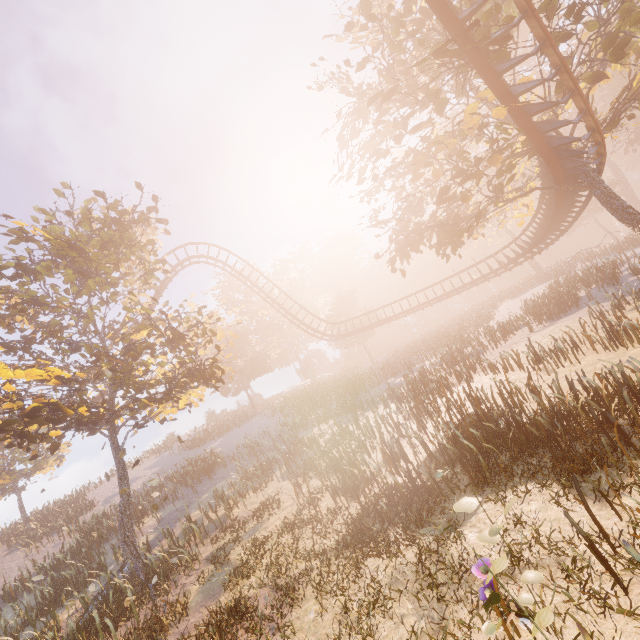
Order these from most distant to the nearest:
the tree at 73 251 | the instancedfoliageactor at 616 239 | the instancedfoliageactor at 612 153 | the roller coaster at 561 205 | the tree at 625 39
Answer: the instancedfoliageactor at 612 153 → the instancedfoliageactor at 616 239 → the roller coaster at 561 205 → the tree at 73 251 → the tree at 625 39

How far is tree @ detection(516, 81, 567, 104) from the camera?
10.1 meters

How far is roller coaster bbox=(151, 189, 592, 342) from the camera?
17.67m

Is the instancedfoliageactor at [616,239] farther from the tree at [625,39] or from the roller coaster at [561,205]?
the roller coaster at [561,205]

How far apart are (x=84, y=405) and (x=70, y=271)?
5.5 meters

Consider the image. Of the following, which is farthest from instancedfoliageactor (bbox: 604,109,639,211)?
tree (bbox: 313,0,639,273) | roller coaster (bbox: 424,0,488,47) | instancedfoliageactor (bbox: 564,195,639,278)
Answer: roller coaster (bbox: 424,0,488,47)

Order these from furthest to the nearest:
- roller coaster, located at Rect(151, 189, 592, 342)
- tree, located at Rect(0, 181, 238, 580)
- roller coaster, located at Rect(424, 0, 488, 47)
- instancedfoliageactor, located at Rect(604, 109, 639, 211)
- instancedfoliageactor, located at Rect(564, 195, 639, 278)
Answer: instancedfoliageactor, located at Rect(604, 109, 639, 211) < instancedfoliageactor, located at Rect(564, 195, 639, 278) < roller coaster, located at Rect(151, 189, 592, 342) < tree, located at Rect(0, 181, 238, 580) < roller coaster, located at Rect(424, 0, 488, 47)

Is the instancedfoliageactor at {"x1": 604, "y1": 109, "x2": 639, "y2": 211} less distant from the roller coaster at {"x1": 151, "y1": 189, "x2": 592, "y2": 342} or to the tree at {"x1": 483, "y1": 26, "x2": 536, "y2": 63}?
the tree at {"x1": 483, "y1": 26, "x2": 536, "y2": 63}
